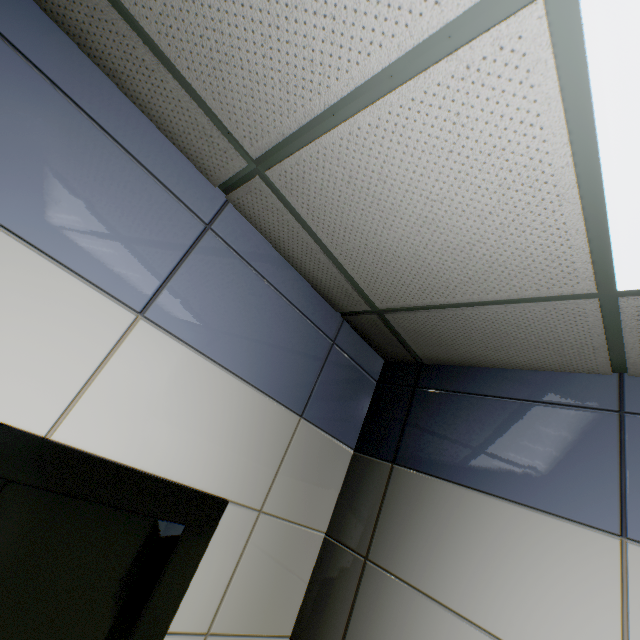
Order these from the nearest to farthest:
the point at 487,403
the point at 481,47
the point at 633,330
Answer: the point at 481,47 < the point at 633,330 < the point at 487,403
